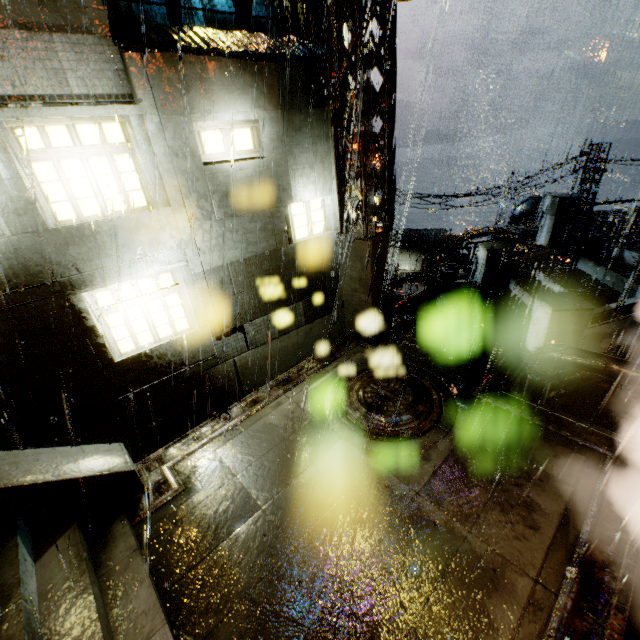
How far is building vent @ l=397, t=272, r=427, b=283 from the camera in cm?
3529

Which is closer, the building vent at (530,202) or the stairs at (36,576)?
the stairs at (36,576)

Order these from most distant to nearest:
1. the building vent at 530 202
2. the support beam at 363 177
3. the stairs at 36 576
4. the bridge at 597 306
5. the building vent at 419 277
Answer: the building vent at 419 277 → the building vent at 530 202 → the bridge at 597 306 → the support beam at 363 177 → the stairs at 36 576

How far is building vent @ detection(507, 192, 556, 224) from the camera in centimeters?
2206cm

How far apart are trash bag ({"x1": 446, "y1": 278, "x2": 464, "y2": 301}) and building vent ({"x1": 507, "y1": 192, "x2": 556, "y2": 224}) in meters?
15.6

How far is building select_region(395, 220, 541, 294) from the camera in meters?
14.5

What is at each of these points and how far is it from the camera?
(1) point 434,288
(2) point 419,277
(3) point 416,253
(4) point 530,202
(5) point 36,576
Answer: (1) trash can, 10.82m
(2) building vent, 36.03m
(3) building, 46.03m
(4) building vent, 22.70m
(5) stairs, 4.26m

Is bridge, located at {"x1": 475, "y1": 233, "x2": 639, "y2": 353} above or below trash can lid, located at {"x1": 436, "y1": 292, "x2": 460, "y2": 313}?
above
